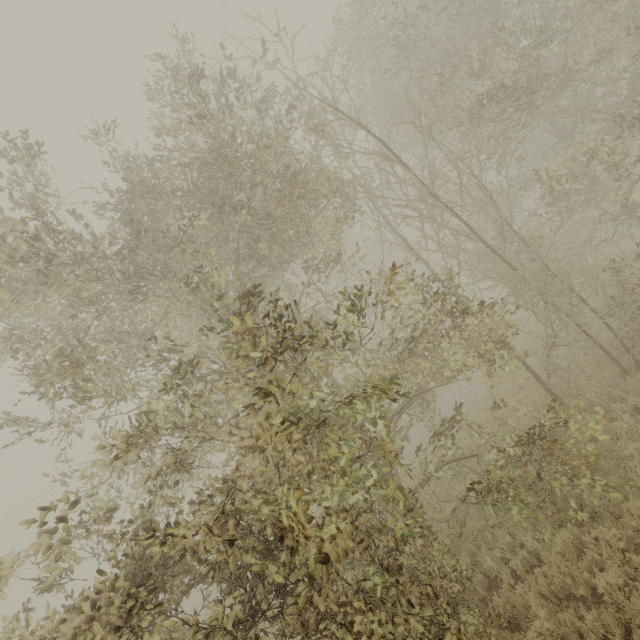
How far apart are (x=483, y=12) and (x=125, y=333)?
14.8m
